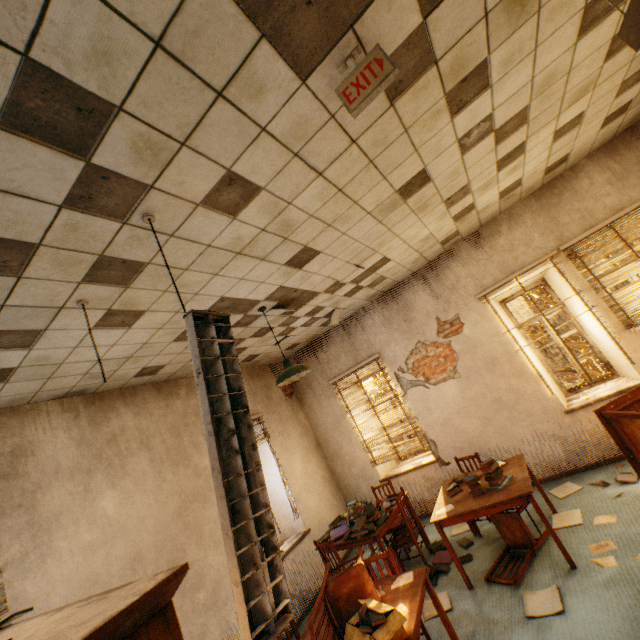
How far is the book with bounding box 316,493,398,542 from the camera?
4.5 meters

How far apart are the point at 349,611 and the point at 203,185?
3.5 meters

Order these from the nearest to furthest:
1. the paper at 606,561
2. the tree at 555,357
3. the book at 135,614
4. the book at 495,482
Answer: the book at 135,614
the paper at 606,561
the book at 495,482
the tree at 555,357

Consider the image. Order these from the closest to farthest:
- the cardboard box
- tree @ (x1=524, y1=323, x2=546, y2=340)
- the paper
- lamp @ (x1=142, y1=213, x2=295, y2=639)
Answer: lamp @ (x1=142, y1=213, x2=295, y2=639)
the cardboard box
the paper
tree @ (x1=524, y1=323, x2=546, y2=340)

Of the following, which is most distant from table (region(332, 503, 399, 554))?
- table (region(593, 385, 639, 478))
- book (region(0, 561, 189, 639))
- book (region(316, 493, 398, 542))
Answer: book (region(0, 561, 189, 639))

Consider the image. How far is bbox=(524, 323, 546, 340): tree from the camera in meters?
8.1

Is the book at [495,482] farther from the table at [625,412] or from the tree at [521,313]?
the tree at [521,313]
